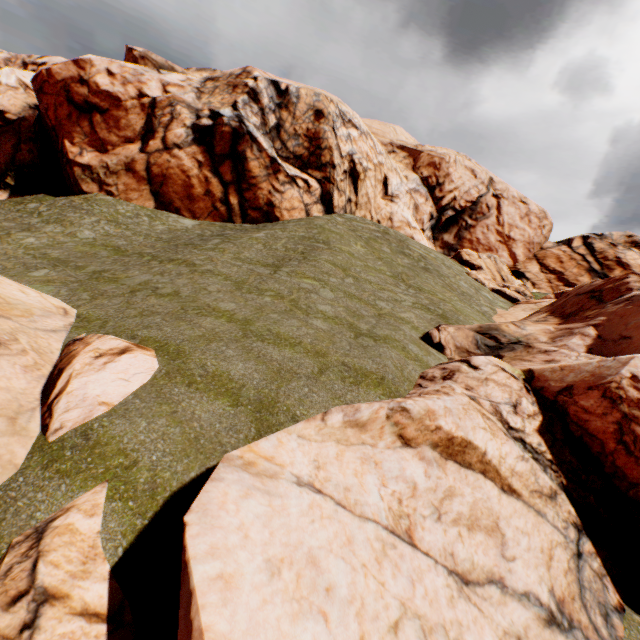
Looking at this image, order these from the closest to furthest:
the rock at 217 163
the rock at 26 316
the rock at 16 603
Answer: the rock at 16 603 < the rock at 217 163 < the rock at 26 316

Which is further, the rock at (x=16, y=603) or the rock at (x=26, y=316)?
the rock at (x=26, y=316)

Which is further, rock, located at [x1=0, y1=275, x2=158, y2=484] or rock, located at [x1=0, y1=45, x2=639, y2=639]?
rock, located at [x1=0, y1=275, x2=158, y2=484]

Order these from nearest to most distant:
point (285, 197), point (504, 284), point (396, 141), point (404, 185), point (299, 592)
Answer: point (299, 592) < point (285, 197) < point (504, 284) < point (404, 185) < point (396, 141)

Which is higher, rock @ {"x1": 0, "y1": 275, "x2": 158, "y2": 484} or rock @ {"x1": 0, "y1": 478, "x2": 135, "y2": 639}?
rock @ {"x1": 0, "y1": 275, "x2": 158, "y2": 484}

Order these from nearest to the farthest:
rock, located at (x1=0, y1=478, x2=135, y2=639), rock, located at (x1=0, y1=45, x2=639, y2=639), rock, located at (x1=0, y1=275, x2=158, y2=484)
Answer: rock, located at (x1=0, y1=478, x2=135, y2=639) < rock, located at (x1=0, y1=45, x2=639, y2=639) < rock, located at (x1=0, y1=275, x2=158, y2=484)
